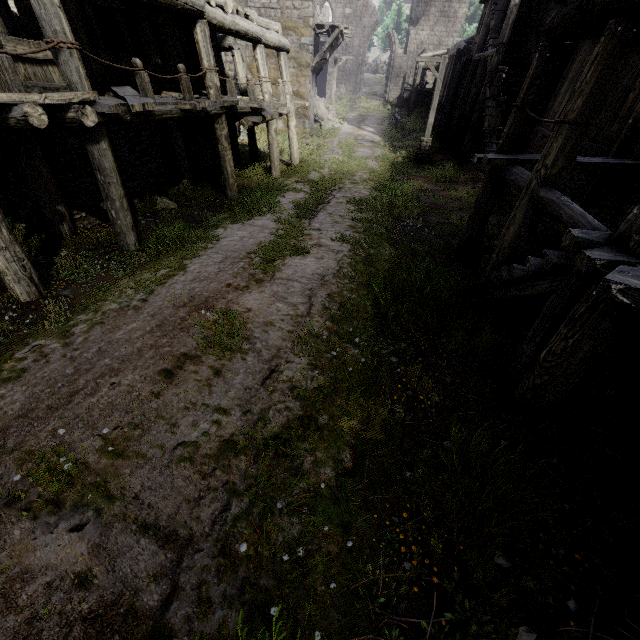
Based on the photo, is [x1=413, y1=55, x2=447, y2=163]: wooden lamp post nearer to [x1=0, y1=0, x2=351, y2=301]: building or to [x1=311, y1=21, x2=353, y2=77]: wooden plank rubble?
[x1=0, y1=0, x2=351, y2=301]: building

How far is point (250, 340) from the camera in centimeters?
468cm

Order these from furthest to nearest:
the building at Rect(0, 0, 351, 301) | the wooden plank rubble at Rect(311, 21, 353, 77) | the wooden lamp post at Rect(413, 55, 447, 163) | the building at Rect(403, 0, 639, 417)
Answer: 1. the wooden plank rubble at Rect(311, 21, 353, 77)
2. the wooden lamp post at Rect(413, 55, 447, 163)
3. the building at Rect(0, 0, 351, 301)
4. the building at Rect(403, 0, 639, 417)

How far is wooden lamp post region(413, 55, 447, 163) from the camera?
16.0 meters

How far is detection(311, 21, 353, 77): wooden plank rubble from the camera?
20.9m

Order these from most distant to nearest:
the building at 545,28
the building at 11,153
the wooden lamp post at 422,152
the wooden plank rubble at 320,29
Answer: the wooden plank rubble at 320,29, the wooden lamp post at 422,152, the building at 11,153, the building at 545,28

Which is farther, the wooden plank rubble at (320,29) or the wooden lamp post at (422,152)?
the wooden plank rubble at (320,29)
